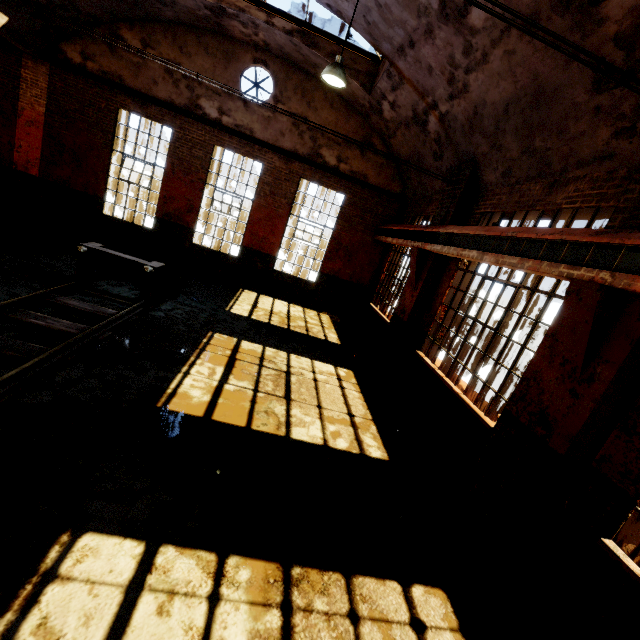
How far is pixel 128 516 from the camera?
2.89m

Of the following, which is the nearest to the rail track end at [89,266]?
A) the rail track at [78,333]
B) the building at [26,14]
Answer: the rail track at [78,333]

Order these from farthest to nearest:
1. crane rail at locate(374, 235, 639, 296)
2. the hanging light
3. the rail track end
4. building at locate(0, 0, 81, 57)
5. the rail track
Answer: building at locate(0, 0, 81, 57) → the rail track end → the hanging light → the rail track → crane rail at locate(374, 235, 639, 296)

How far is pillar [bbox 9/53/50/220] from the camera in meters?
10.1

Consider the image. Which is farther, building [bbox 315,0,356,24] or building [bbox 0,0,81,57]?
building [bbox 0,0,81,57]

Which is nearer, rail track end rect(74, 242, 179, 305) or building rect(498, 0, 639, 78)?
building rect(498, 0, 639, 78)

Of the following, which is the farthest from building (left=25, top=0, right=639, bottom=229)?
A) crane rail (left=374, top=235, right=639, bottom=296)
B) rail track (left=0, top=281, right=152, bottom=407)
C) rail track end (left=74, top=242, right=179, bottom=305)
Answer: rail track end (left=74, top=242, right=179, bottom=305)

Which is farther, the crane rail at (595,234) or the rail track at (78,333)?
the rail track at (78,333)
